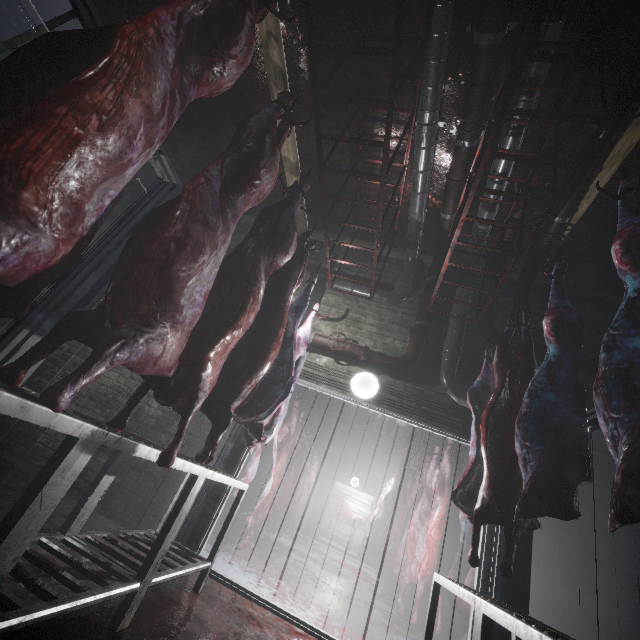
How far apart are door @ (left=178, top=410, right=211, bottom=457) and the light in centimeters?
49cm

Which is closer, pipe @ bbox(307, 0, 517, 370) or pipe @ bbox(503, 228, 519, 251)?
pipe @ bbox(307, 0, 517, 370)

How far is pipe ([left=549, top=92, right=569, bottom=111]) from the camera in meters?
2.5 m

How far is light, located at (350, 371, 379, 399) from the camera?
3.6 meters

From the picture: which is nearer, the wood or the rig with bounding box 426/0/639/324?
the rig with bounding box 426/0/639/324

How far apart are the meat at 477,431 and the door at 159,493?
1.70m

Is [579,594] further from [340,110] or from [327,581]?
[340,110]

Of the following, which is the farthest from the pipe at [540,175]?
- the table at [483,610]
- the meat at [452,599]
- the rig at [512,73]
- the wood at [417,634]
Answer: the wood at [417,634]
